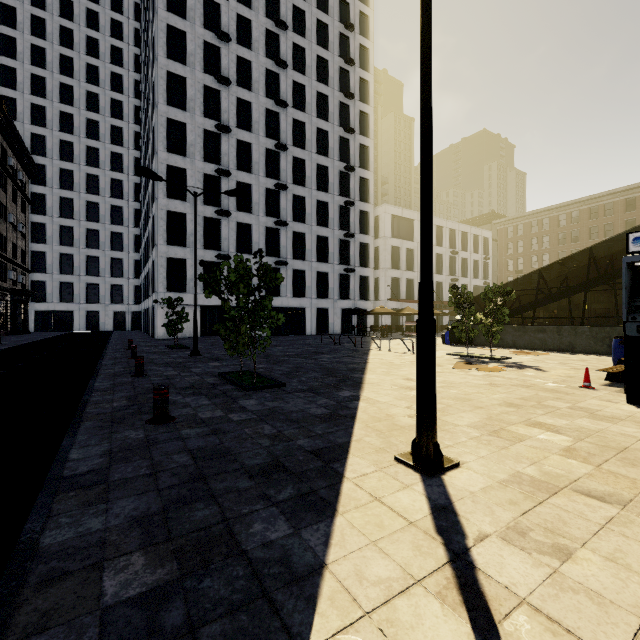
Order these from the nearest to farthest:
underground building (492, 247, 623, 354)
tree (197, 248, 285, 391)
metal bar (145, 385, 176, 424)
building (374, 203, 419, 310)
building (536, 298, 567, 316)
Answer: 1. metal bar (145, 385, 176, 424)
2. tree (197, 248, 285, 391)
3. underground building (492, 247, 623, 354)
4. building (374, 203, 419, 310)
5. building (536, 298, 567, 316)

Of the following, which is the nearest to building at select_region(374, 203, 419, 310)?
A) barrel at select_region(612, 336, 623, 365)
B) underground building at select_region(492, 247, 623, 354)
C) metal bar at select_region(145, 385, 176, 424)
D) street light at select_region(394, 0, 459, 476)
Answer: underground building at select_region(492, 247, 623, 354)

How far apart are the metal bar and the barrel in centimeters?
1374cm

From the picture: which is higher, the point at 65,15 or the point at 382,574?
the point at 65,15

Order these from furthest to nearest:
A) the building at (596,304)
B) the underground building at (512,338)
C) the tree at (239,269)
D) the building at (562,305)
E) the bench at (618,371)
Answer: the building at (562,305), the building at (596,304), the underground building at (512,338), the bench at (618,371), the tree at (239,269)

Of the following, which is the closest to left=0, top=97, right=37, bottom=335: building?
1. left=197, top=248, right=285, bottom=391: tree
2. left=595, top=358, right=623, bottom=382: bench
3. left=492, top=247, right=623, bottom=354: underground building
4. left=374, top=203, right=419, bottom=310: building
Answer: left=197, top=248, right=285, bottom=391: tree

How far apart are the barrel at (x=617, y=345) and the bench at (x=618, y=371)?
2.3m

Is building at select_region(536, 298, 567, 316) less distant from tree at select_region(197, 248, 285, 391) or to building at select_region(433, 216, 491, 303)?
tree at select_region(197, 248, 285, 391)
